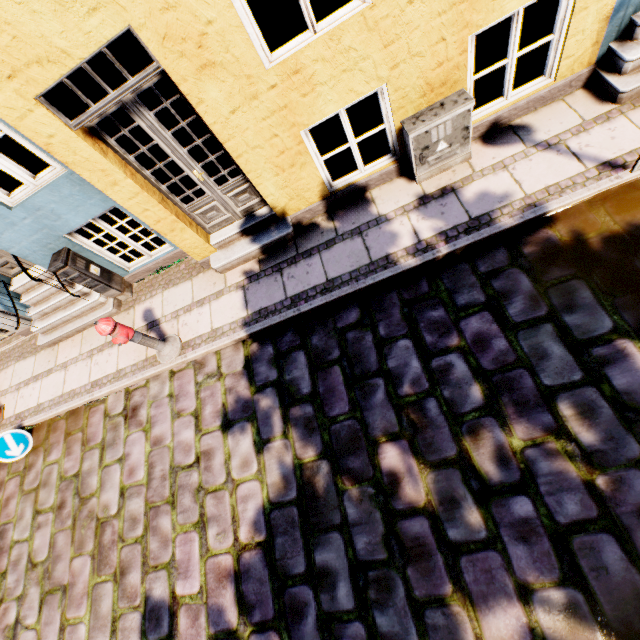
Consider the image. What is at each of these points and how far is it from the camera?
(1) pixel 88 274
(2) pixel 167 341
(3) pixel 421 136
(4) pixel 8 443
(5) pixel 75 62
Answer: (1) electrical box, 5.3 meters
(2) hydrant, 5.1 meters
(3) electrical box, 3.9 meters
(4) sign, 5.6 meters
(5) building, 2.8 meters

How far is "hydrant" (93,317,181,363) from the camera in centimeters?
420cm

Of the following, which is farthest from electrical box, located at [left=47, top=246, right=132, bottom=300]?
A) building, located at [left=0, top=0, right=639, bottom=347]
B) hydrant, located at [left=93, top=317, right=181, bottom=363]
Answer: hydrant, located at [left=93, top=317, right=181, bottom=363]

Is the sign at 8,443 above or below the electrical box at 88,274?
below

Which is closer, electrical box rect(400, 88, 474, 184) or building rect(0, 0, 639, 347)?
building rect(0, 0, 639, 347)

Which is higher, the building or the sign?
the building

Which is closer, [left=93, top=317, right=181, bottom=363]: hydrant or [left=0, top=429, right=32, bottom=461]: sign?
[left=93, top=317, right=181, bottom=363]: hydrant

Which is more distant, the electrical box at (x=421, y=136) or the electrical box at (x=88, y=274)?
the electrical box at (x=88, y=274)
